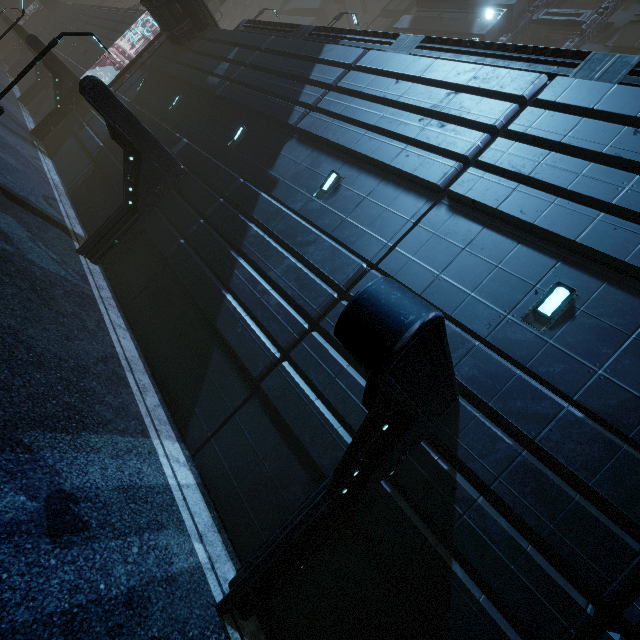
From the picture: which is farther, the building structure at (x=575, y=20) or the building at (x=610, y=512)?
the building structure at (x=575, y=20)

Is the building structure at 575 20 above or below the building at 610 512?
above

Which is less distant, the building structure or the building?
the building

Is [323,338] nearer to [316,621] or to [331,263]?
[331,263]

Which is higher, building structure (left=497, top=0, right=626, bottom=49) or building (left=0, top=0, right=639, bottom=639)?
building structure (left=497, top=0, right=626, bottom=49)
